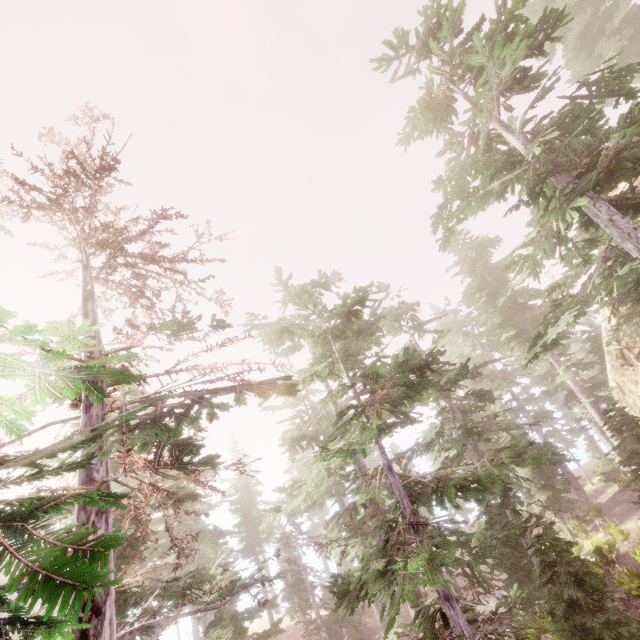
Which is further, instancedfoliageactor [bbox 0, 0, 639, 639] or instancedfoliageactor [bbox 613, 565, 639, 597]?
instancedfoliageactor [bbox 613, 565, 639, 597]

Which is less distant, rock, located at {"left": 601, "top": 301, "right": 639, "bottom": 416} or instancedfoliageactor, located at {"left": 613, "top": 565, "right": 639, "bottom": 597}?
instancedfoliageactor, located at {"left": 613, "top": 565, "right": 639, "bottom": 597}

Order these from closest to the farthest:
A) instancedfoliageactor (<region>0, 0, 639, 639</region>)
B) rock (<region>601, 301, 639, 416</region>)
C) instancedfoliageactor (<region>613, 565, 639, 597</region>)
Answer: instancedfoliageactor (<region>0, 0, 639, 639</region>)
instancedfoliageactor (<region>613, 565, 639, 597</region>)
rock (<region>601, 301, 639, 416</region>)

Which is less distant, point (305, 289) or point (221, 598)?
point (221, 598)

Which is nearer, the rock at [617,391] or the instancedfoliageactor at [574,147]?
the instancedfoliageactor at [574,147]

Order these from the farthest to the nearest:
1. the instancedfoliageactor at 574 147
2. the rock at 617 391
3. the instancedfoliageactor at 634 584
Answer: the rock at 617 391
the instancedfoliageactor at 634 584
the instancedfoliageactor at 574 147

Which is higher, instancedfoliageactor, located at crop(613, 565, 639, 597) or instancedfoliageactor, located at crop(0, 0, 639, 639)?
instancedfoliageactor, located at crop(0, 0, 639, 639)

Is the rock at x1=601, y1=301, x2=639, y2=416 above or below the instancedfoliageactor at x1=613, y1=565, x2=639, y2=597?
above
